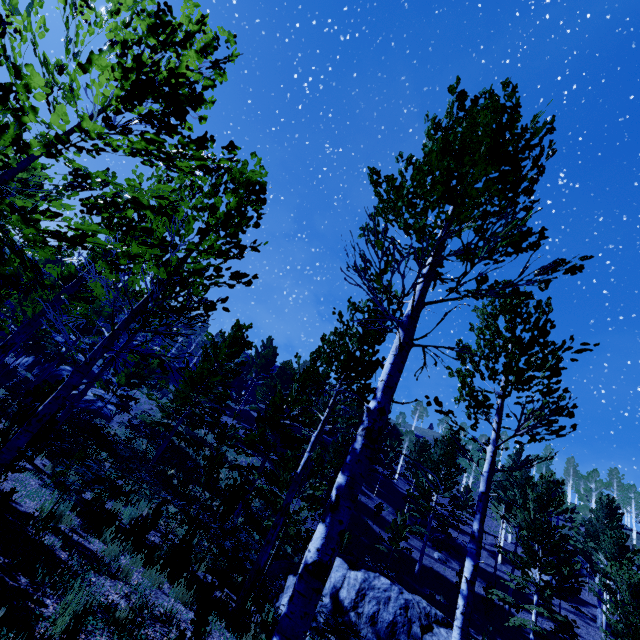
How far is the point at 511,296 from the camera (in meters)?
8.19

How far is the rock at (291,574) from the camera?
11.9m

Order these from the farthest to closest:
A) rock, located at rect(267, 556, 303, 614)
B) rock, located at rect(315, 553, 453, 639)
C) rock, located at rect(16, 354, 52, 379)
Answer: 1. rock, located at rect(16, 354, 52, 379)
2. rock, located at rect(267, 556, 303, 614)
3. rock, located at rect(315, 553, 453, 639)

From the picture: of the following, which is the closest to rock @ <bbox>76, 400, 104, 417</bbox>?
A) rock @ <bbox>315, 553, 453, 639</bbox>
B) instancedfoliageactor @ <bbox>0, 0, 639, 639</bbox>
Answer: instancedfoliageactor @ <bbox>0, 0, 639, 639</bbox>

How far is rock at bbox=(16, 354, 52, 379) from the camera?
28.5 meters

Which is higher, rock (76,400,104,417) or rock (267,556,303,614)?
rock (76,400,104,417)

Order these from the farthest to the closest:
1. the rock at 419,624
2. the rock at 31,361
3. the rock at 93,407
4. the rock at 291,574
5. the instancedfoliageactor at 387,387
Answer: the rock at 31,361 → the rock at 93,407 → the rock at 291,574 → the rock at 419,624 → the instancedfoliageactor at 387,387
